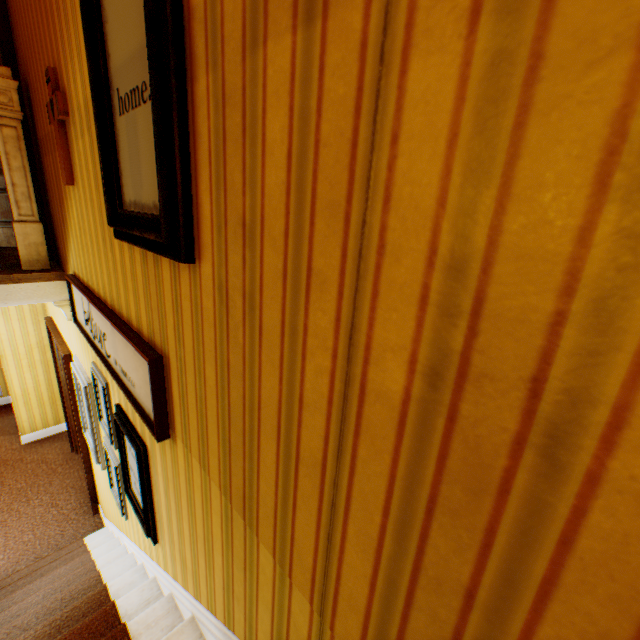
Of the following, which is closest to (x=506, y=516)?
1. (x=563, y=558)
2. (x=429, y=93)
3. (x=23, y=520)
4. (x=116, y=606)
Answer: (x=563, y=558)

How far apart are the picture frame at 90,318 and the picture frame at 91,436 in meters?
0.3

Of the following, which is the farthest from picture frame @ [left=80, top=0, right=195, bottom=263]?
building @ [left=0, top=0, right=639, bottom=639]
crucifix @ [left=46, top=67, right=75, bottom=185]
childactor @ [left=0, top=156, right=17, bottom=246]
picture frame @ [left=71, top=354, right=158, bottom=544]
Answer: childactor @ [left=0, top=156, right=17, bottom=246]

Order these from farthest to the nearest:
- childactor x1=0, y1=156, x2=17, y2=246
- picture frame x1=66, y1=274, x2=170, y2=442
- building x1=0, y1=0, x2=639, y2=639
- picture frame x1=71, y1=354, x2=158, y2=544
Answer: childactor x1=0, y1=156, x2=17, y2=246
picture frame x1=71, y1=354, x2=158, y2=544
picture frame x1=66, y1=274, x2=170, y2=442
building x1=0, y1=0, x2=639, y2=639

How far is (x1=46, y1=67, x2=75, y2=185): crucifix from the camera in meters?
1.8

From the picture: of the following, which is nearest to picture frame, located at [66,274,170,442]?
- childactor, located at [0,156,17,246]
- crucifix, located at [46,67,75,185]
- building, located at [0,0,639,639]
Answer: building, located at [0,0,639,639]

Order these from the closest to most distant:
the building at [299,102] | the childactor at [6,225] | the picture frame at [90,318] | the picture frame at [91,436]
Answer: the building at [299,102]
the picture frame at [90,318]
the picture frame at [91,436]
the childactor at [6,225]

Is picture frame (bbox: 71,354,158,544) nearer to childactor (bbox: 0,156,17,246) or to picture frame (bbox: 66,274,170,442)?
picture frame (bbox: 66,274,170,442)
